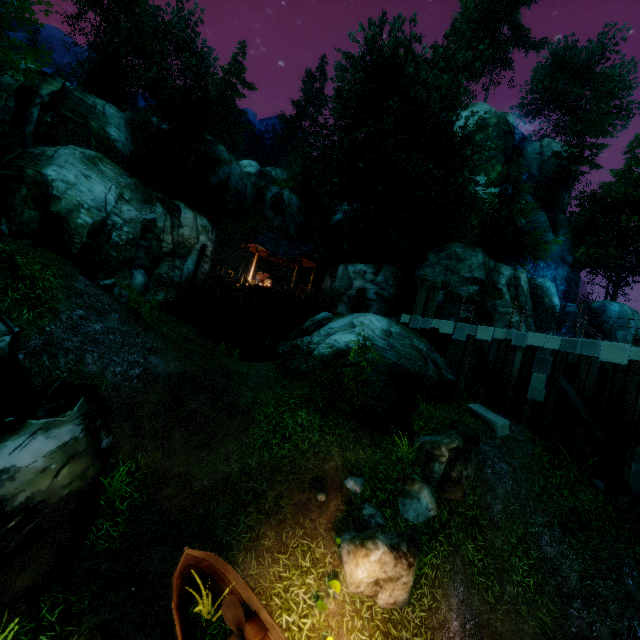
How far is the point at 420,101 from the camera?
20.0 meters

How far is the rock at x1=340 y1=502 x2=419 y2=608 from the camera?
6.27m

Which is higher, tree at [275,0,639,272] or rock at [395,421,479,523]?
tree at [275,0,639,272]

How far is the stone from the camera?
11.7 meters

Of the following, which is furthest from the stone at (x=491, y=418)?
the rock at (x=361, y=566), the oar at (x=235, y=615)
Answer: the oar at (x=235, y=615)

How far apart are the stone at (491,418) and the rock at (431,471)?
2.11m

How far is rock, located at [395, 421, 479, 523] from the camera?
Answer: 7.9 meters

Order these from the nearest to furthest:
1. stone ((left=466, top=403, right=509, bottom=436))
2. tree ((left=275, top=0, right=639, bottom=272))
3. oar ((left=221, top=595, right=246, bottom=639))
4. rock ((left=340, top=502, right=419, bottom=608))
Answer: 1. oar ((left=221, top=595, right=246, bottom=639))
2. rock ((left=340, top=502, right=419, bottom=608))
3. stone ((left=466, top=403, right=509, bottom=436))
4. tree ((left=275, top=0, right=639, bottom=272))
